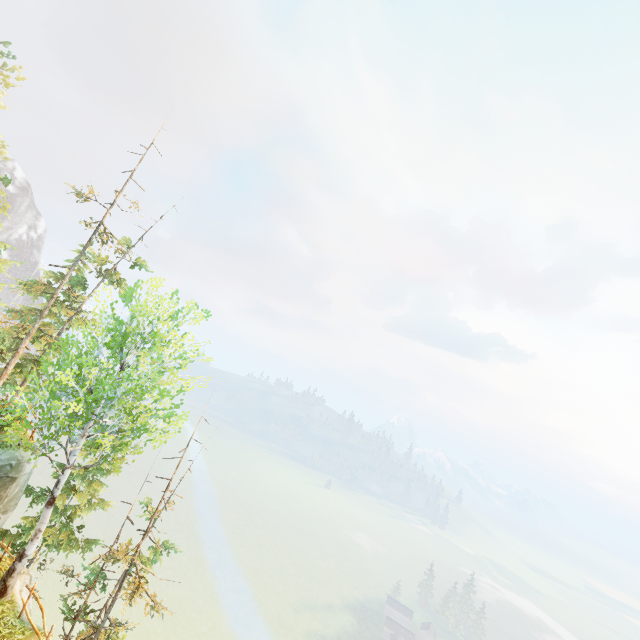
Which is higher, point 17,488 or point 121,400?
point 121,400
